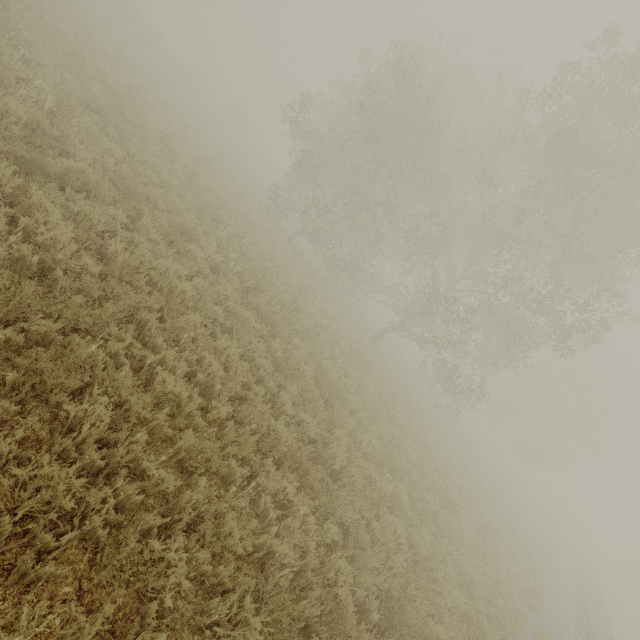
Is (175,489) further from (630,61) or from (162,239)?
(630,61)
